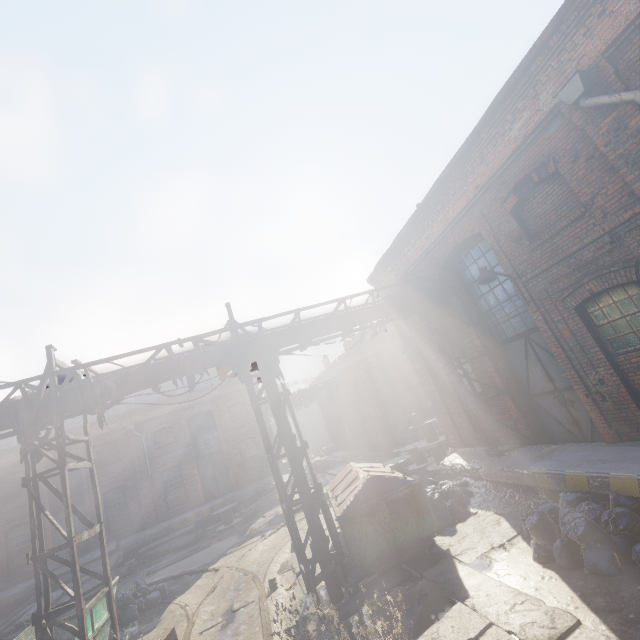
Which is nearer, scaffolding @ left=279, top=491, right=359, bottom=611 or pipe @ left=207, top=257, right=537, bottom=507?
scaffolding @ left=279, top=491, right=359, bottom=611

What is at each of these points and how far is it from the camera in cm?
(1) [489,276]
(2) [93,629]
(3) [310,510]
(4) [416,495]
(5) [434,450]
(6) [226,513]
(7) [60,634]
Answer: (1) light, 765
(2) container, 828
(3) pipe, 734
(4) trash container, 772
(5) spool, 1404
(6) spool, 1886
(7) container, 938

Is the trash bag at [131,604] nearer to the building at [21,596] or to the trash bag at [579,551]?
the building at [21,596]

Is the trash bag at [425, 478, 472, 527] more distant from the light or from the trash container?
the light

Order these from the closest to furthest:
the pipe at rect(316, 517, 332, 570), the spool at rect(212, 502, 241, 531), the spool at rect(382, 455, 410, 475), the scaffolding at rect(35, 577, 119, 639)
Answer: the scaffolding at rect(35, 577, 119, 639), the pipe at rect(316, 517, 332, 570), the spool at rect(382, 455, 410, 475), the spool at rect(212, 502, 241, 531)

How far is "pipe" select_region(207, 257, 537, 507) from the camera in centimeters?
762cm

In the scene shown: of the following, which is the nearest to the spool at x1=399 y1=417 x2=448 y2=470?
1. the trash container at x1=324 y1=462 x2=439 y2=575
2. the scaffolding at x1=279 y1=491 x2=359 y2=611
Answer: the trash container at x1=324 y1=462 x2=439 y2=575

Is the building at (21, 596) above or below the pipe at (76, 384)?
below
